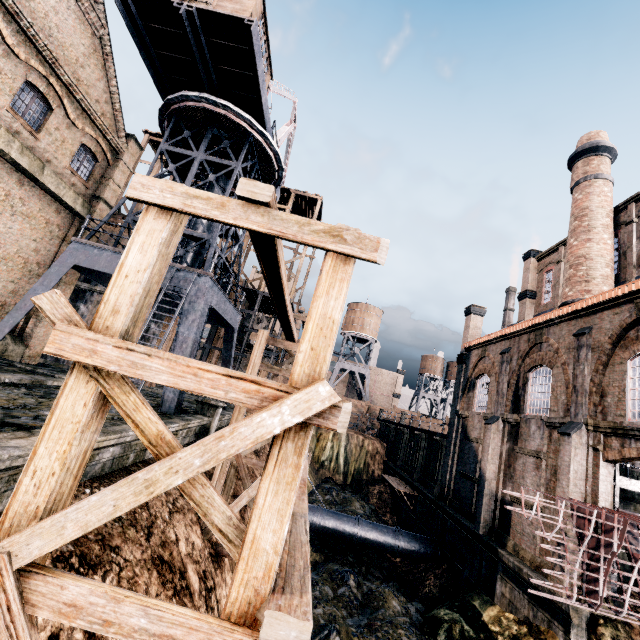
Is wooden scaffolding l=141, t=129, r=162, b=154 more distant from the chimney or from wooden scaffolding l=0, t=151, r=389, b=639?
the chimney

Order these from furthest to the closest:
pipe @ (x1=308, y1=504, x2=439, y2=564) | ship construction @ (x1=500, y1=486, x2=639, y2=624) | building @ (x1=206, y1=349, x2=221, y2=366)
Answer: building @ (x1=206, y1=349, x2=221, y2=366) < pipe @ (x1=308, y1=504, x2=439, y2=564) < ship construction @ (x1=500, y1=486, x2=639, y2=624)

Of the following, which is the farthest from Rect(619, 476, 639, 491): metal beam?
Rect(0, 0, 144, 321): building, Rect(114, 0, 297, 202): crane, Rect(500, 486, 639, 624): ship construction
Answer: Rect(114, 0, 297, 202): crane

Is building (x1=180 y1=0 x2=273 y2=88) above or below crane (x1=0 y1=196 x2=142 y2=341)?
above

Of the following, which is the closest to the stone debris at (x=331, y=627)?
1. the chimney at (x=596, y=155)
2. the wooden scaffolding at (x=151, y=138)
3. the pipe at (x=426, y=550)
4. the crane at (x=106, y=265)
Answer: the pipe at (x=426, y=550)

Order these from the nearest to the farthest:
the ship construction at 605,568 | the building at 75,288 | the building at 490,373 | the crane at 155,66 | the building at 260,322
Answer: the ship construction at 605,568 → the building at 490,373 → the crane at 155,66 → the building at 75,288 → the building at 260,322

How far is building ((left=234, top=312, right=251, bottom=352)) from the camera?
32.6 meters

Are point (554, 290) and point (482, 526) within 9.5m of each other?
no
